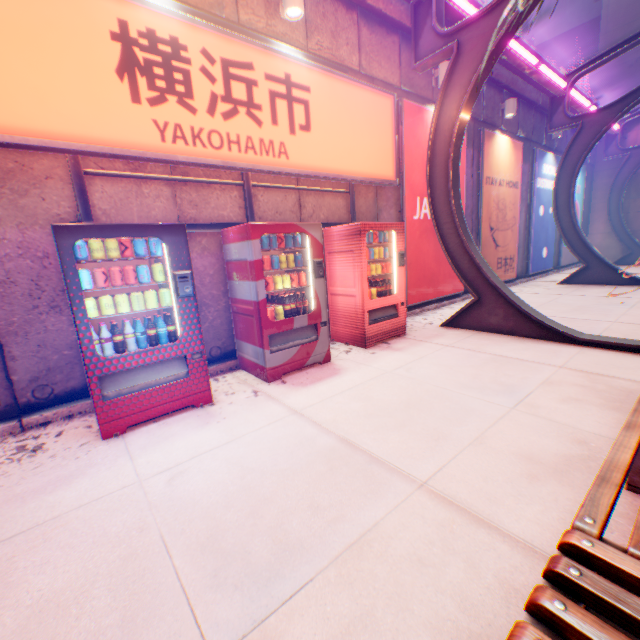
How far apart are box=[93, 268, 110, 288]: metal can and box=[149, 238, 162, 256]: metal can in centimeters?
10cm

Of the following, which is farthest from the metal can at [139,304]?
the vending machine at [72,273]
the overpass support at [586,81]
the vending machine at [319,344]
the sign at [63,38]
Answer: the overpass support at [586,81]

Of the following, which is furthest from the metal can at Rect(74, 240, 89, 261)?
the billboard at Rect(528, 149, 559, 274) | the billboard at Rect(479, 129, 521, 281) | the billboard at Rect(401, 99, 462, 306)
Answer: the billboard at Rect(528, 149, 559, 274)

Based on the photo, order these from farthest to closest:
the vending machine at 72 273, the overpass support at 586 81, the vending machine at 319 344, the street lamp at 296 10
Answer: the overpass support at 586 81, the street lamp at 296 10, the vending machine at 319 344, the vending machine at 72 273

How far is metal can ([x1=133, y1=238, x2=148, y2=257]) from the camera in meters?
3.3 m

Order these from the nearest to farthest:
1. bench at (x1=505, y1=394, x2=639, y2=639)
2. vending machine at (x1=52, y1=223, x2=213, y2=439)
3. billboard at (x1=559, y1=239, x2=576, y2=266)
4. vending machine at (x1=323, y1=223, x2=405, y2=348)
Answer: bench at (x1=505, y1=394, x2=639, y2=639) → vending machine at (x1=52, y1=223, x2=213, y2=439) → vending machine at (x1=323, y1=223, x2=405, y2=348) → billboard at (x1=559, y1=239, x2=576, y2=266)

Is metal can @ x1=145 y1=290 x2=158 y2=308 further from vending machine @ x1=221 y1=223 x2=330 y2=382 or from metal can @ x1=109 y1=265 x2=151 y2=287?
vending machine @ x1=221 y1=223 x2=330 y2=382

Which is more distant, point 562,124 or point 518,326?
point 562,124
